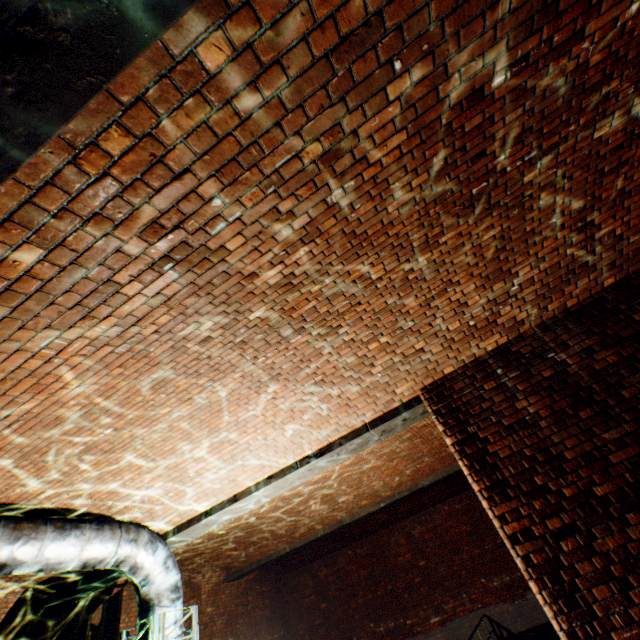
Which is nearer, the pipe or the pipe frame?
the pipe

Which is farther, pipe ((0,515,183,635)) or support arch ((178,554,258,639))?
support arch ((178,554,258,639))

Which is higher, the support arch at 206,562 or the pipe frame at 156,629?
the support arch at 206,562

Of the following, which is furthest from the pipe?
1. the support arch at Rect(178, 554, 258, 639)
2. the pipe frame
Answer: the support arch at Rect(178, 554, 258, 639)

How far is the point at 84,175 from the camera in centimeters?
162cm

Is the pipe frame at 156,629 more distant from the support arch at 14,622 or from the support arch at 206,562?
the support arch at 206,562

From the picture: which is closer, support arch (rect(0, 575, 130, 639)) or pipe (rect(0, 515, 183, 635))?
pipe (rect(0, 515, 183, 635))

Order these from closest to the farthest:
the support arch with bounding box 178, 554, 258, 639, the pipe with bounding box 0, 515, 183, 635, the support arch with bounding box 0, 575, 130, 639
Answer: the pipe with bounding box 0, 515, 183, 635 → the support arch with bounding box 0, 575, 130, 639 → the support arch with bounding box 178, 554, 258, 639
